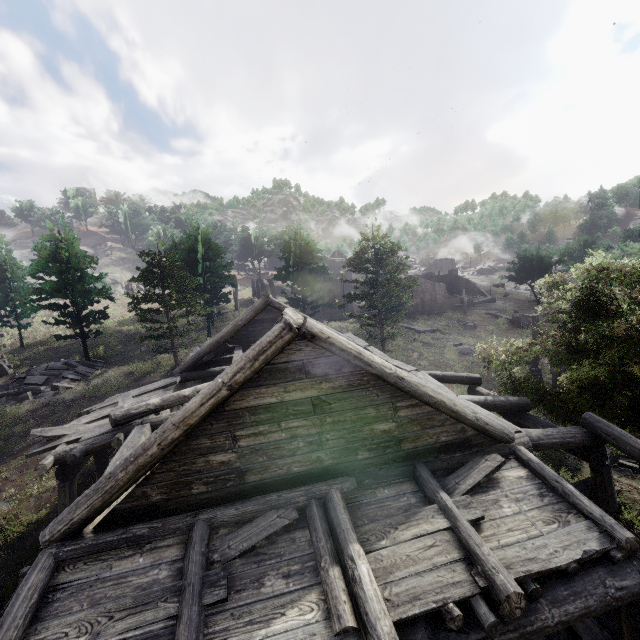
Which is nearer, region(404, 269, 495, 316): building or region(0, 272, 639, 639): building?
region(0, 272, 639, 639): building

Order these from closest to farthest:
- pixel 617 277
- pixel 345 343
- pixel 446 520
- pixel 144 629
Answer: pixel 144 629 → pixel 446 520 → pixel 345 343 → pixel 617 277

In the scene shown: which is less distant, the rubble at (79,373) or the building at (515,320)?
the rubble at (79,373)

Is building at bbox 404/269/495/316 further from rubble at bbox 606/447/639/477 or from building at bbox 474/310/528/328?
rubble at bbox 606/447/639/477

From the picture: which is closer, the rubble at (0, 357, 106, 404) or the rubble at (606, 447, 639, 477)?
the rubble at (606, 447, 639, 477)

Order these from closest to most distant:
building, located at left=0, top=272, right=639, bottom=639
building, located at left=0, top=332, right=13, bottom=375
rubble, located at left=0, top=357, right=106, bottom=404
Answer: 1. building, located at left=0, top=272, right=639, bottom=639
2. rubble, located at left=0, top=357, right=106, bottom=404
3. building, located at left=0, top=332, right=13, bottom=375

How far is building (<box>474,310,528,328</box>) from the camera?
41.1m

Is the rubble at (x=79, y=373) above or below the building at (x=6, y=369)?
below
